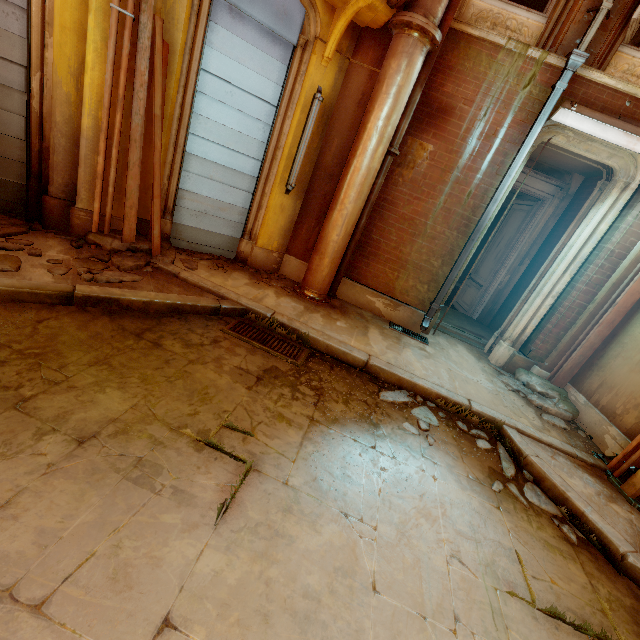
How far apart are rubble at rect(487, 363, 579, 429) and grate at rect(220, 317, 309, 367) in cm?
355

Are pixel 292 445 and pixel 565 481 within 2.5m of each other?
no

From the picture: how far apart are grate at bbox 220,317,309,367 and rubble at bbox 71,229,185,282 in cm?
123

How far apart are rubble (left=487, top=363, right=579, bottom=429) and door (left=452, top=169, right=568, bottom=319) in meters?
2.4

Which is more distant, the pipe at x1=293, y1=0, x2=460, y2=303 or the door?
the door

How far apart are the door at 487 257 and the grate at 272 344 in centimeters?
502cm

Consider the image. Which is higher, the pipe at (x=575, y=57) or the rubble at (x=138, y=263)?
the pipe at (x=575, y=57)

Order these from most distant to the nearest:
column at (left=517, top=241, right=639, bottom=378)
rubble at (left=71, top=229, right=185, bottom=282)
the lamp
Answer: column at (left=517, top=241, right=639, bottom=378), the lamp, rubble at (left=71, top=229, right=185, bottom=282)
